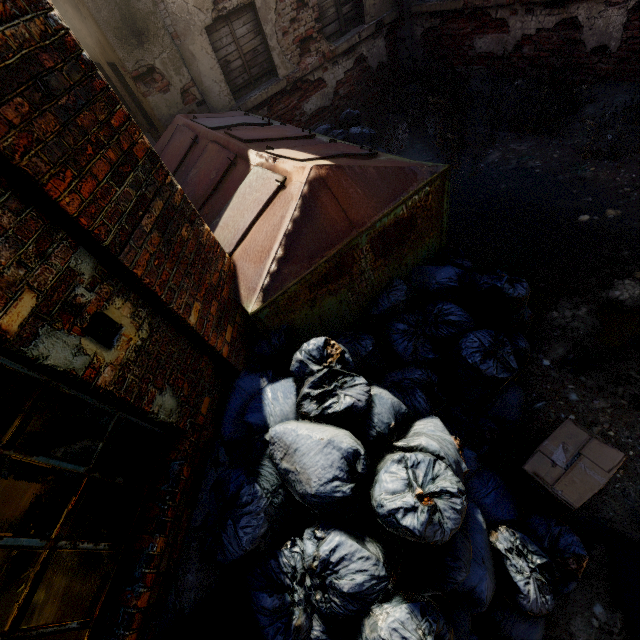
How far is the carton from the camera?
2.1 meters

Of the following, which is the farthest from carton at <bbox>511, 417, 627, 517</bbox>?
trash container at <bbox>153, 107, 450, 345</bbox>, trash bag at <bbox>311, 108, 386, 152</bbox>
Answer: trash container at <bbox>153, 107, 450, 345</bbox>

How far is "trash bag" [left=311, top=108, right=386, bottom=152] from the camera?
5.4 meters

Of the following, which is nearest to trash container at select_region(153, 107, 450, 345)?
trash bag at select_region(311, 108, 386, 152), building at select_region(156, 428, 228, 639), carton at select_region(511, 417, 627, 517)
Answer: trash bag at select_region(311, 108, 386, 152)

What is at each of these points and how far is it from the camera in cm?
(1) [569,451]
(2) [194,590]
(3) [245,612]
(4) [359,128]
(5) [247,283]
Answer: (1) carton, 219
(2) building, 192
(3) trash bag, 191
(4) trash bag, 545
(5) trash container, 259

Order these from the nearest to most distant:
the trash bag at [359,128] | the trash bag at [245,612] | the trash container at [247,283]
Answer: the trash bag at [245,612] → the trash container at [247,283] → the trash bag at [359,128]

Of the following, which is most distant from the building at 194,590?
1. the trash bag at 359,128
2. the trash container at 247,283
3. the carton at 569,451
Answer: the carton at 569,451

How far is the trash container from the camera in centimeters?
255cm
